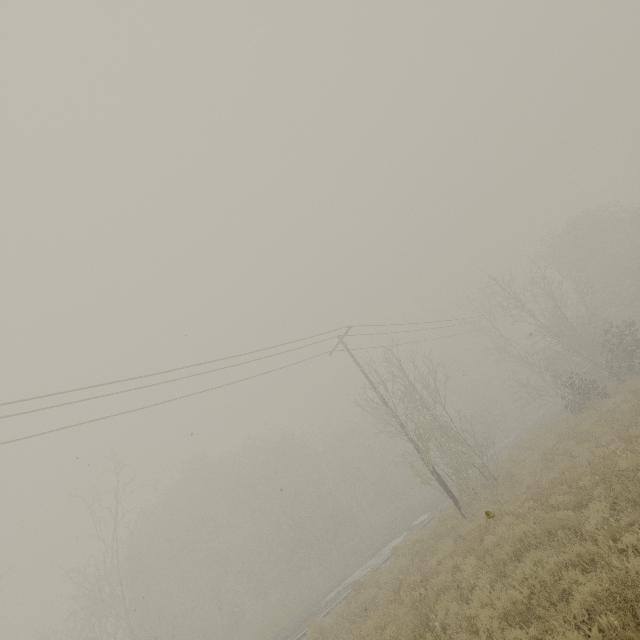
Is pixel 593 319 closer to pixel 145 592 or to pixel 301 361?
pixel 301 361
